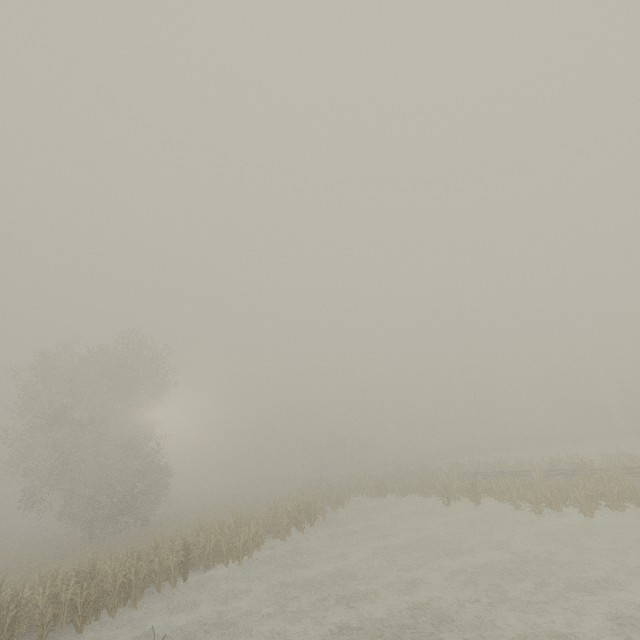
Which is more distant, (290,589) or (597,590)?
(290,589)
